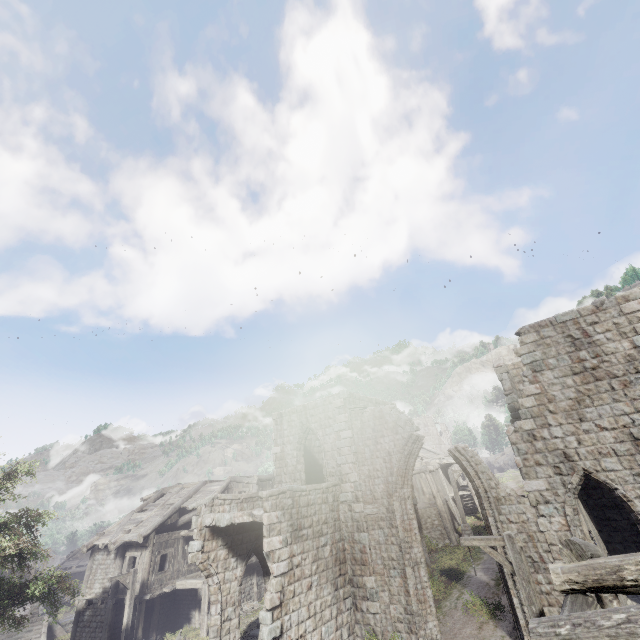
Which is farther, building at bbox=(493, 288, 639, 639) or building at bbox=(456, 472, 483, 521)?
building at bbox=(456, 472, 483, 521)

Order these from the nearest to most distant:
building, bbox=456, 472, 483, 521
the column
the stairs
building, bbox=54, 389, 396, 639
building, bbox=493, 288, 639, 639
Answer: building, bbox=493, 288, 639, 639
building, bbox=54, 389, 396, 639
the column
the stairs
building, bbox=456, 472, 483, 521

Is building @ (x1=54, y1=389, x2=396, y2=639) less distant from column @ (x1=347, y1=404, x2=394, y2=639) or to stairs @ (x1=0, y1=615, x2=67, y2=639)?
column @ (x1=347, y1=404, x2=394, y2=639)

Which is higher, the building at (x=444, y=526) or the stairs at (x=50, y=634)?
the building at (x=444, y=526)

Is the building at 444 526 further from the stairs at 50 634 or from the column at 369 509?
the stairs at 50 634

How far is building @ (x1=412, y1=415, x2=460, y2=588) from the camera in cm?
2317

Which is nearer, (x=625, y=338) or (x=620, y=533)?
(x=625, y=338)
